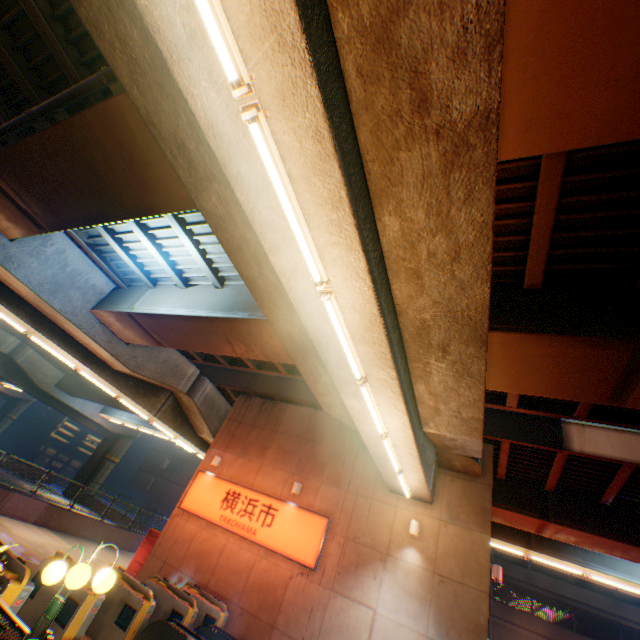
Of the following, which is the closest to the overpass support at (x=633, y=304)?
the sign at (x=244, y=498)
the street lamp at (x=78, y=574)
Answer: the sign at (x=244, y=498)

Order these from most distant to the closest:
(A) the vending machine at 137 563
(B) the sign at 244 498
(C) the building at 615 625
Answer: (C) the building at 615 625 < (A) the vending machine at 137 563 < (B) the sign at 244 498

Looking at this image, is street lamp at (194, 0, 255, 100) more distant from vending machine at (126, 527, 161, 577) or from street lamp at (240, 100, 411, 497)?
vending machine at (126, 527, 161, 577)

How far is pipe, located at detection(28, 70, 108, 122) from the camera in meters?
5.8 m

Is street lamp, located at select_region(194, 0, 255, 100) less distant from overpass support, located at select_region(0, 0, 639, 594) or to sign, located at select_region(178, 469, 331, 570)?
overpass support, located at select_region(0, 0, 639, 594)

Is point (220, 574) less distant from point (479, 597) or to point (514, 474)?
point (479, 597)

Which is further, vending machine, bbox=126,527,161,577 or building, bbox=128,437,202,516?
building, bbox=128,437,202,516

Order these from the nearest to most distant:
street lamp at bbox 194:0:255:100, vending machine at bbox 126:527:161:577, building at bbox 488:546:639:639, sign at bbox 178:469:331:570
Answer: street lamp at bbox 194:0:255:100 → sign at bbox 178:469:331:570 → vending machine at bbox 126:527:161:577 → building at bbox 488:546:639:639
